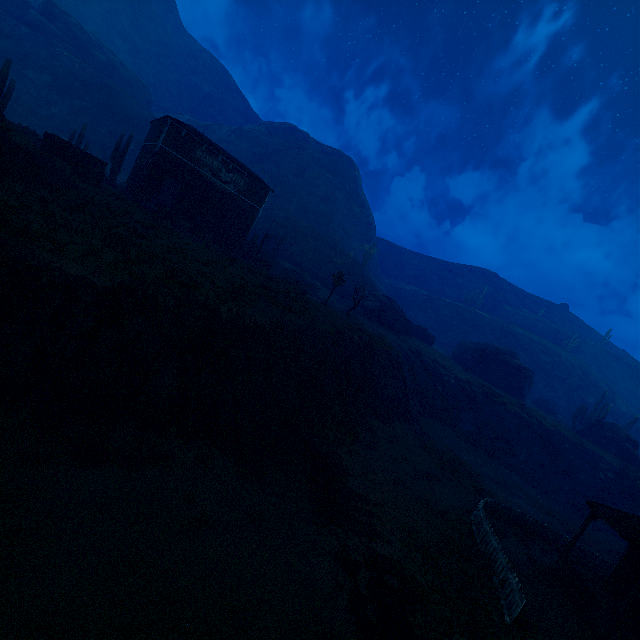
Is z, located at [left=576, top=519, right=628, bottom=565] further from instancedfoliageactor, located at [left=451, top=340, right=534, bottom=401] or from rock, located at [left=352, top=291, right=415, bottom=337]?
instancedfoliageactor, located at [left=451, top=340, right=534, bottom=401]

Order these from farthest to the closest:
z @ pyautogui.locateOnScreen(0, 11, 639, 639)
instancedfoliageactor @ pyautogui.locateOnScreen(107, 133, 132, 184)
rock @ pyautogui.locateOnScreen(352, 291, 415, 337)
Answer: rock @ pyautogui.locateOnScreen(352, 291, 415, 337) → instancedfoliageactor @ pyautogui.locateOnScreen(107, 133, 132, 184) → z @ pyautogui.locateOnScreen(0, 11, 639, 639)

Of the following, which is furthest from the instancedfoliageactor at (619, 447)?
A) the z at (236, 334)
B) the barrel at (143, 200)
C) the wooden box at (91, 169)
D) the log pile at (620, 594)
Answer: the wooden box at (91, 169)

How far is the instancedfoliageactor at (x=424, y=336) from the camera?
45.7 meters

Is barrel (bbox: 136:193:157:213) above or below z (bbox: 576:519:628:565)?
above

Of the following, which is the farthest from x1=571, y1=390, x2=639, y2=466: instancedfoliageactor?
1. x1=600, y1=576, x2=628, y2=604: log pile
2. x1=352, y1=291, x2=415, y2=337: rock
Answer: x1=600, y1=576, x2=628, y2=604: log pile

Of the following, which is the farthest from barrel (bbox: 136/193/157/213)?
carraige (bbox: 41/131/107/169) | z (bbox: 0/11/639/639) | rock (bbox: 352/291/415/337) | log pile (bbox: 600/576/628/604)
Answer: log pile (bbox: 600/576/628/604)

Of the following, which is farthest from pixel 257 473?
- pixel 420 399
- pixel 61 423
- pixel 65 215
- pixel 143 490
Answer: A: pixel 420 399
